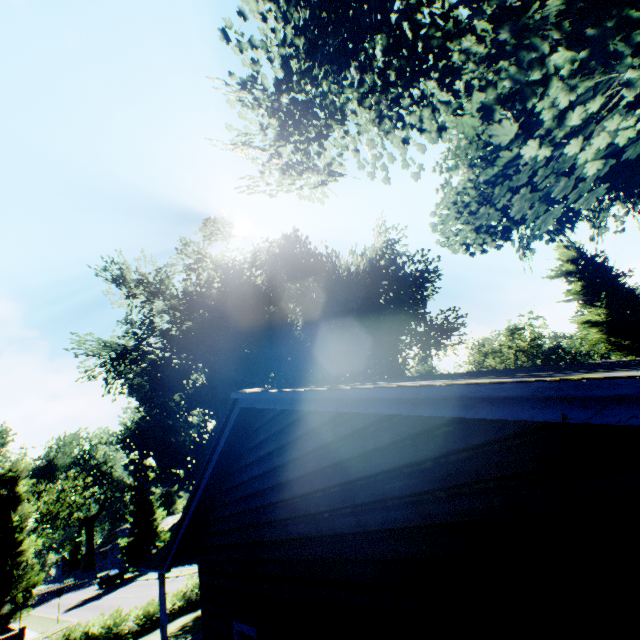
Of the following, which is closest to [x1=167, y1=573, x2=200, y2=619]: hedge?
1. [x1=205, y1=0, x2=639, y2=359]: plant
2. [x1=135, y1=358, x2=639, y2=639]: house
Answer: [x1=205, y1=0, x2=639, y2=359]: plant

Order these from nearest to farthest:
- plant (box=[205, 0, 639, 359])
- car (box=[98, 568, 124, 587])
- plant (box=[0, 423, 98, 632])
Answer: plant (box=[205, 0, 639, 359]) < plant (box=[0, 423, 98, 632]) < car (box=[98, 568, 124, 587])

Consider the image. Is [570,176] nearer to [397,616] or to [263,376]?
[397,616]

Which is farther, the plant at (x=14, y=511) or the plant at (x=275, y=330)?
the plant at (x=14, y=511)

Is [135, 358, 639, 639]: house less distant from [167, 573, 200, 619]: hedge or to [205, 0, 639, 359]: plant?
[205, 0, 639, 359]: plant

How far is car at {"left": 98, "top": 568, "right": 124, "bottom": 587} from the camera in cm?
4300

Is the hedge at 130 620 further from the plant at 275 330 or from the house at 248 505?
the house at 248 505

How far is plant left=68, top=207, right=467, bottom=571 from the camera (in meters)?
19.05
